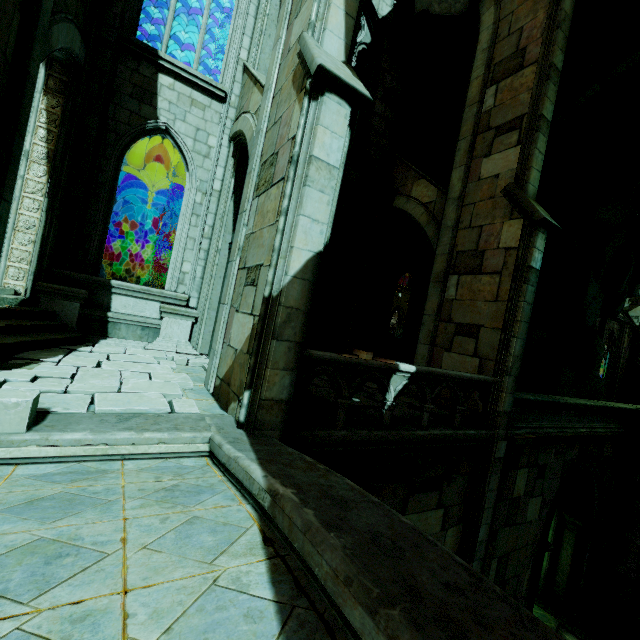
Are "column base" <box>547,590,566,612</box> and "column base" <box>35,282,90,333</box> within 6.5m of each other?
no

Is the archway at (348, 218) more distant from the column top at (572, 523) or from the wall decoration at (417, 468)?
the column top at (572, 523)

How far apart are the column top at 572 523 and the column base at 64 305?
16.5m

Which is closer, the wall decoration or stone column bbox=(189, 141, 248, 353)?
the wall decoration

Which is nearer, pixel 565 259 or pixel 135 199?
pixel 565 259

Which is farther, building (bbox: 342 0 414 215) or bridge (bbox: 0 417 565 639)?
building (bbox: 342 0 414 215)

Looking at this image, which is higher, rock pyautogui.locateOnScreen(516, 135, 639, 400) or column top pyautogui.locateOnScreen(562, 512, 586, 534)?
rock pyautogui.locateOnScreen(516, 135, 639, 400)

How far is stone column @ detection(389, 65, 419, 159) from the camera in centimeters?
1203cm
